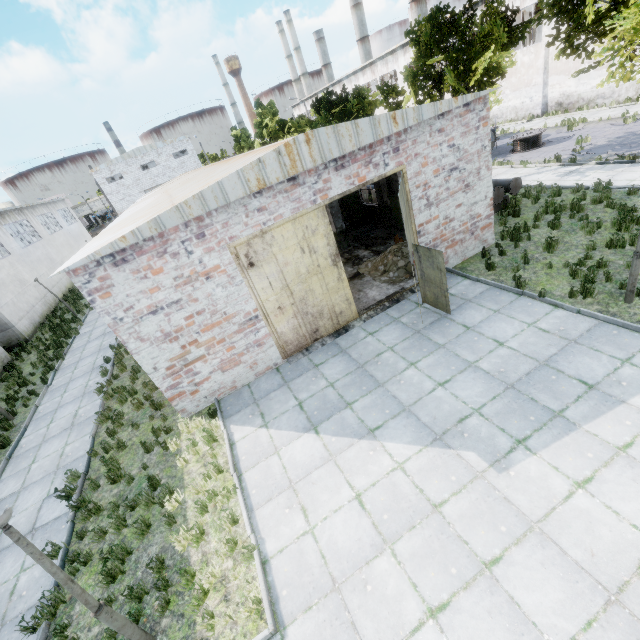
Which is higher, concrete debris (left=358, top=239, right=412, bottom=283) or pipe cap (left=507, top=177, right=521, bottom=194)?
pipe cap (left=507, top=177, right=521, bottom=194)

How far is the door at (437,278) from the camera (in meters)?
8.40

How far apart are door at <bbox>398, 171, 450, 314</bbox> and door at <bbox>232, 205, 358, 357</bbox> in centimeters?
198cm

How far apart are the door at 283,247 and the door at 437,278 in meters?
2.0

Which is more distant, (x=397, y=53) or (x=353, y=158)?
(x=397, y=53)

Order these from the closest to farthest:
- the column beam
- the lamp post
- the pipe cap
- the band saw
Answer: the lamp post → the pipe cap → the column beam → the band saw

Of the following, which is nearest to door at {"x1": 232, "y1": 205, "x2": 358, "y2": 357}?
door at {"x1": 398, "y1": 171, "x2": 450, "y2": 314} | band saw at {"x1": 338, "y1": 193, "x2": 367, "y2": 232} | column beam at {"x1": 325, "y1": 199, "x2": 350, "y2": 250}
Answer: door at {"x1": 398, "y1": 171, "x2": 450, "y2": 314}

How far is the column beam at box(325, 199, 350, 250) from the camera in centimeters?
1541cm
